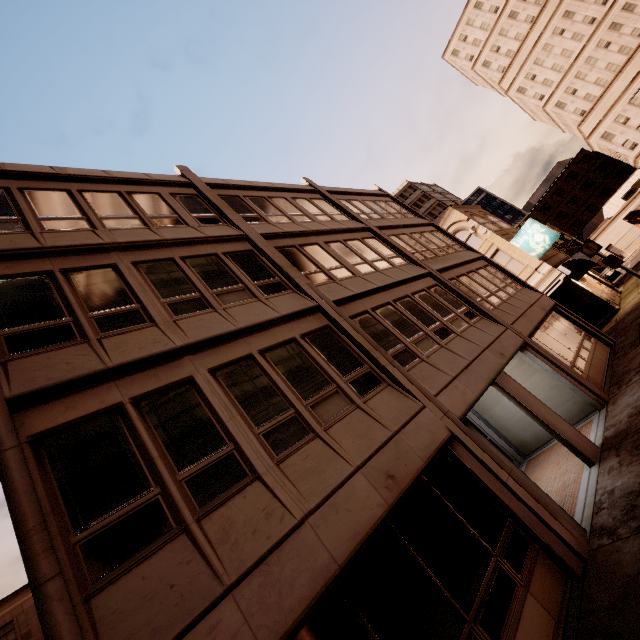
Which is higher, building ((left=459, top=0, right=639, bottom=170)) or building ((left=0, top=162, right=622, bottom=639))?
building ((left=459, top=0, right=639, bottom=170))

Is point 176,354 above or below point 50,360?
below

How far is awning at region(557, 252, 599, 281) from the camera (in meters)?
21.20

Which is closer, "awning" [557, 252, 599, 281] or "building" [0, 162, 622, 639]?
"building" [0, 162, 622, 639]

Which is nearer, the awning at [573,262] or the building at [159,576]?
the building at [159,576]

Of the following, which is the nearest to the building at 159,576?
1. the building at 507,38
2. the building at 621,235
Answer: the building at 621,235

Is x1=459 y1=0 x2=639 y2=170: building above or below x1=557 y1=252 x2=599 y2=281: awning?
above

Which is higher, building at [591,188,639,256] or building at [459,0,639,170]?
building at [459,0,639,170]
